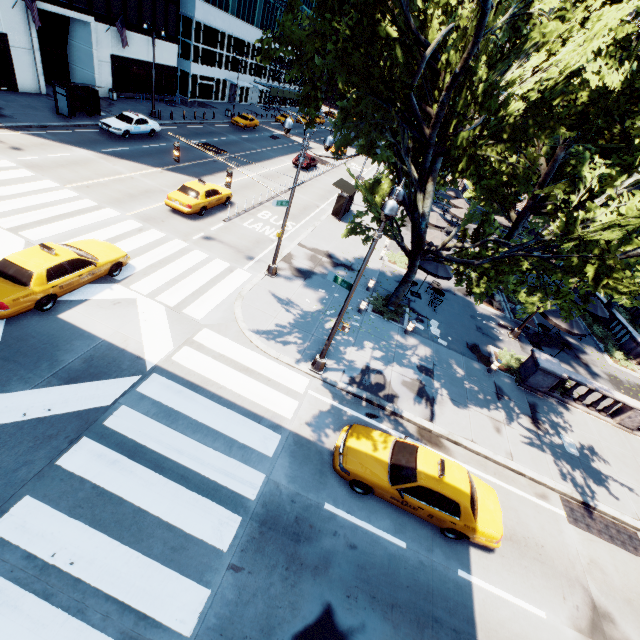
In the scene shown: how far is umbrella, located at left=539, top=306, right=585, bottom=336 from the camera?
18.79m

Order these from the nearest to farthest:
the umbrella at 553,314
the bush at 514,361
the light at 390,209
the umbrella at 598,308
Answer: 1. the light at 390,209
2. the bush at 514,361
3. the umbrella at 553,314
4. the umbrella at 598,308

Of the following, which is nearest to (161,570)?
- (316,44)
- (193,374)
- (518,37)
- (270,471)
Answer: (270,471)

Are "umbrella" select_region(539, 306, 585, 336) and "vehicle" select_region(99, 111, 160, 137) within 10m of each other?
no

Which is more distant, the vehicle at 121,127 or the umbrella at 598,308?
the vehicle at 121,127

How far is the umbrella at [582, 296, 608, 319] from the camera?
22.7m

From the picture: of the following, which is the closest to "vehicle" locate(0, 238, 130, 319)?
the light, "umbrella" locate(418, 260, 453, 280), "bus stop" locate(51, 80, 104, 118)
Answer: the light

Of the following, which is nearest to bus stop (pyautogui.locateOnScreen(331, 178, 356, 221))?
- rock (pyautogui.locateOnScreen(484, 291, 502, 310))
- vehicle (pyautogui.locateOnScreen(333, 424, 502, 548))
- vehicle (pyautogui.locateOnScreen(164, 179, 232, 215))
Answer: vehicle (pyautogui.locateOnScreen(164, 179, 232, 215))
